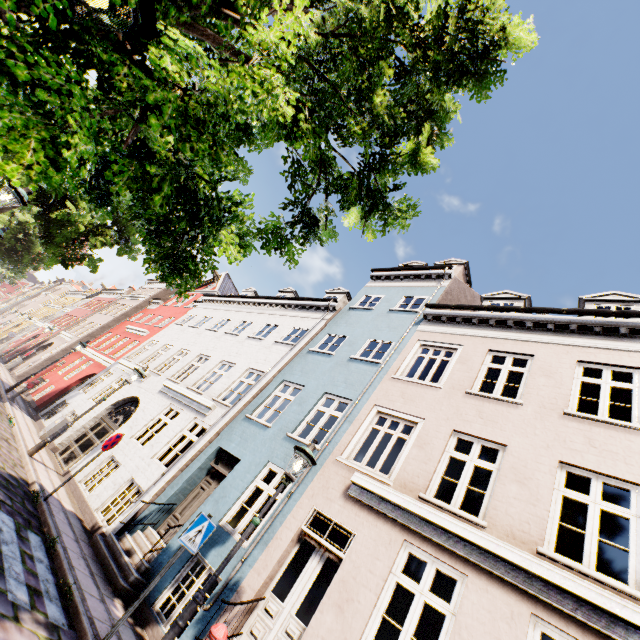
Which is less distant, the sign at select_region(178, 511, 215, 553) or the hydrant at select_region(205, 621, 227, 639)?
the hydrant at select_region(205, 621, 227, 639)

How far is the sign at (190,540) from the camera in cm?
521

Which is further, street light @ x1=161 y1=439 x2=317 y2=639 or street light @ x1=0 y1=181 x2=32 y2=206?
street light @ x1=0 y1=181 x2=32 y2=206

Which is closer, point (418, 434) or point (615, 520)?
point (418, 434)

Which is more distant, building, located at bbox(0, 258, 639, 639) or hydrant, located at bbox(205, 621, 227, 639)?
building, located at bbox(0, 258, 639, 639)

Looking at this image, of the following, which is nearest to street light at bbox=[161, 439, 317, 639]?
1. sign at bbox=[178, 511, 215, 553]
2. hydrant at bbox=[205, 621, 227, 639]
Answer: hydrant at bbox=[205, 621, 227, 639]

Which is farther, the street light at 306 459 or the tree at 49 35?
the street light at 306 459

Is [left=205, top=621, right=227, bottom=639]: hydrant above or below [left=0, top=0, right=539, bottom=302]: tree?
below
